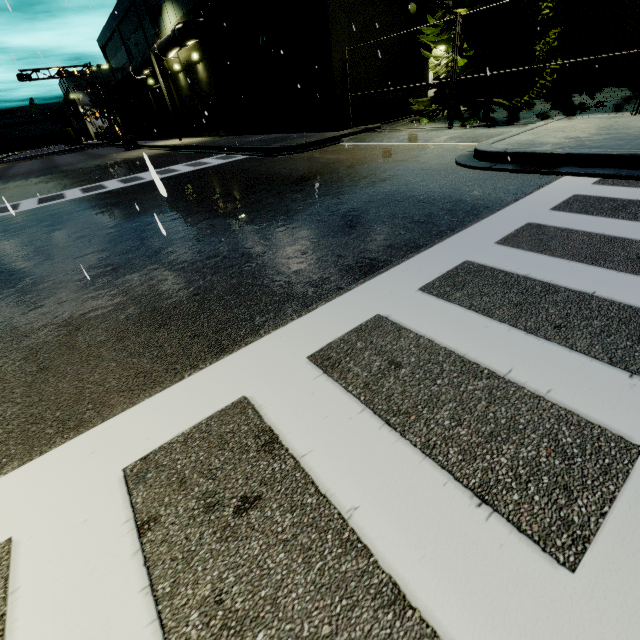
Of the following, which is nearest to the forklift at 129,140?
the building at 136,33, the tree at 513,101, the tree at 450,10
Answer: the building at 136,33

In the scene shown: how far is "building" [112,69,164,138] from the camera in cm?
3316

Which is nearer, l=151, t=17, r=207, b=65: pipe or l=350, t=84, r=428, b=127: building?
l=350, t=84, r=428, b=127: building

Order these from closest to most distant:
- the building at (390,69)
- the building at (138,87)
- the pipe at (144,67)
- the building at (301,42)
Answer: the building at (301,42) → the building at (390,69) → the pipe at (144,67) → the building at (138,87)

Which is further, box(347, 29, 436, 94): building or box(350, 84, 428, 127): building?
box(350, 84, 428, 127): building

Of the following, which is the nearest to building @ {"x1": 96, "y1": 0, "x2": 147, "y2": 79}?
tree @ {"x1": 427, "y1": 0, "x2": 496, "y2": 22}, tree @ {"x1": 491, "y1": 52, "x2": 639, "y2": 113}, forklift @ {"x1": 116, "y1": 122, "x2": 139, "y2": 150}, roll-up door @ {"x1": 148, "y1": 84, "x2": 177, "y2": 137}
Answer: roll-up door @ {"x1": 148, "y1": 84, "x2": 177, "y2": 137}

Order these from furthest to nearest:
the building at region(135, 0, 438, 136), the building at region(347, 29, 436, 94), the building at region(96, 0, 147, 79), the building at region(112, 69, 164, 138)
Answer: the building at region(112, 69, 164, 138)
the building at region(96, 0, 147, 79)
the building at region(347, 29, 436, 94)
the building at region(135, 0, 438, 136)

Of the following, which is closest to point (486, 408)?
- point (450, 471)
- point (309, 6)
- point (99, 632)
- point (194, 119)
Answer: point (450, 471)
